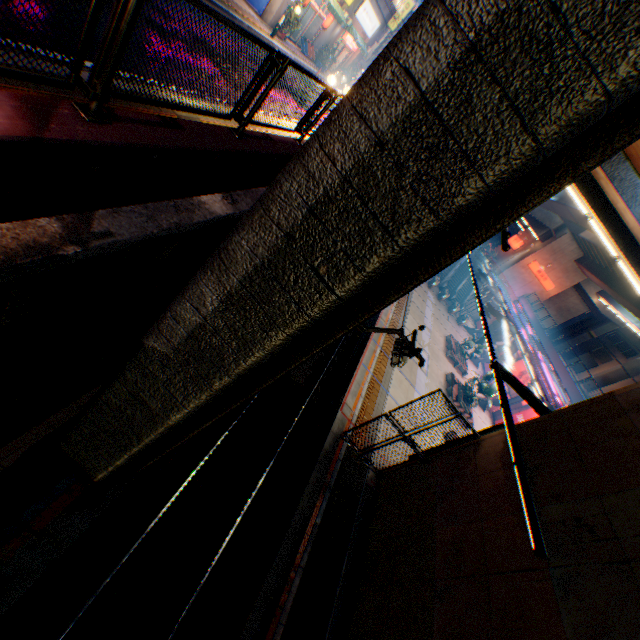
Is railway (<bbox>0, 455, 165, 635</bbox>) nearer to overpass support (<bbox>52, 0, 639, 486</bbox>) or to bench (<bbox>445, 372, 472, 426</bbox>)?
overpass support (<bbox>52, 0, 639, 486</bbox>)

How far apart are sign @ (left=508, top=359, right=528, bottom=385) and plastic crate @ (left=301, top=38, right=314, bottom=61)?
31.7m

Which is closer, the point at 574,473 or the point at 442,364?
the point at 574,473

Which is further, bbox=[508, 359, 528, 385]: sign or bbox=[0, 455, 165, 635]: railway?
bbox=[508, 359, 528, 385]: sign

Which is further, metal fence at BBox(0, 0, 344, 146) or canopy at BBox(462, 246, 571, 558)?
canopy at BBox(462, 246, 571, 558)

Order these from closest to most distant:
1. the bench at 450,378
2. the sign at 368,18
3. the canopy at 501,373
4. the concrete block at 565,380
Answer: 1. the canopy at 501,373
2. the bench at 450,378
3. the sign at 368,18
4. the concrete block at 565,380

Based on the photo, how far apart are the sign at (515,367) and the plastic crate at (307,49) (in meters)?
31.72

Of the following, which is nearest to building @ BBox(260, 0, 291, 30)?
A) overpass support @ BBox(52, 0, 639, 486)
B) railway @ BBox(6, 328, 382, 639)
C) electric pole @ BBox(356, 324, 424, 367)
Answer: overpass support @ BBox(52, 0, 639, 486)
